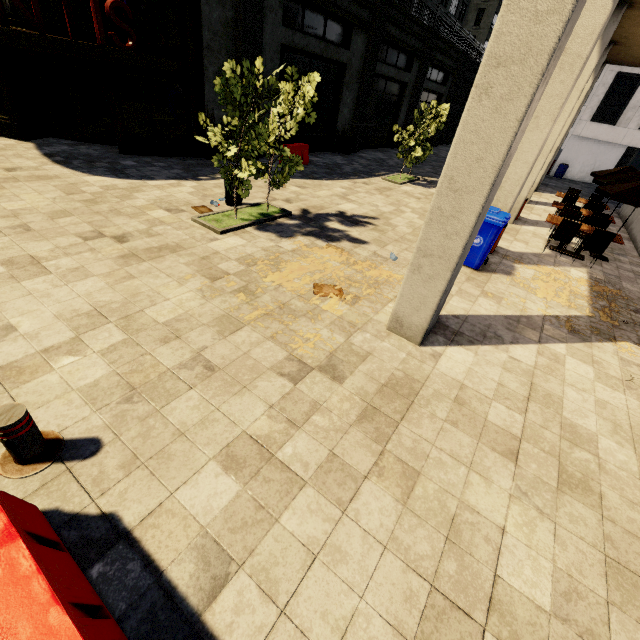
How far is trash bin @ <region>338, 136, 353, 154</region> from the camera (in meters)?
17.94

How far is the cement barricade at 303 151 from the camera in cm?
1329

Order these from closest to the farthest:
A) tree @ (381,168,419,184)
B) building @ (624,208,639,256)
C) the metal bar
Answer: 1. the metal bar
2. building @ (624,208,639,256)
3. tree @ (381,168,419,184)

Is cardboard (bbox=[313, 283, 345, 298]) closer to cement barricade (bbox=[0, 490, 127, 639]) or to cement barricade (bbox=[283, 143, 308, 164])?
cement barricade (bbox=[0, 490, 127, 639])

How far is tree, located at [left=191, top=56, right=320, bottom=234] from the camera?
5.9 meters

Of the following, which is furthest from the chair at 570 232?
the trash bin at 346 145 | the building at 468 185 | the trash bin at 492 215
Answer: the trash bin at 346 145

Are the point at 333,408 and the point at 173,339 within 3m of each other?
yes

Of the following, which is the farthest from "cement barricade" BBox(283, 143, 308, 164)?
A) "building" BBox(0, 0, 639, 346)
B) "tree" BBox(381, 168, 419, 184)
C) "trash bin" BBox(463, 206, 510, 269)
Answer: "trash bin" BBox(463, 206, 510, 269)
